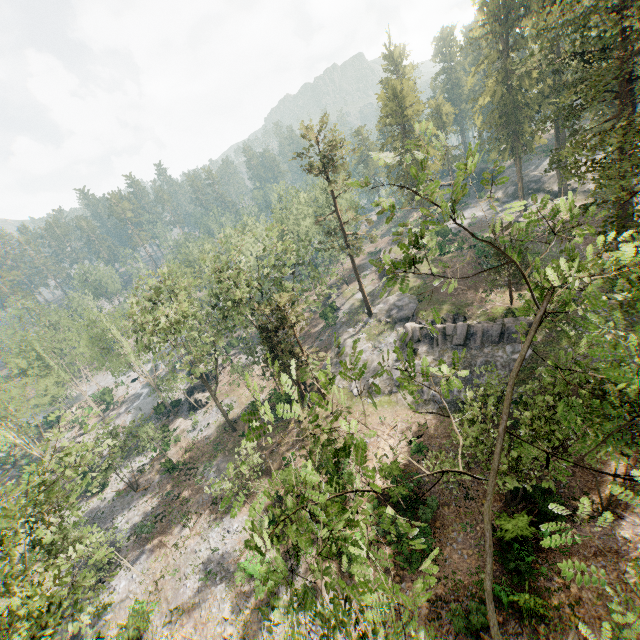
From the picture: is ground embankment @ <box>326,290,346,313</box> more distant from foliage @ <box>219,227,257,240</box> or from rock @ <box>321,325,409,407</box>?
rock @ <box>321,325,409,407</box>

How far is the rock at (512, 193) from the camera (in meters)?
57.10

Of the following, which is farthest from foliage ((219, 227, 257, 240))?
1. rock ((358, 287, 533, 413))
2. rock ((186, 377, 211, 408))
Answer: rock ((186, 377, 211, 408))

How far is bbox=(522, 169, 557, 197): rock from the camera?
51.56m

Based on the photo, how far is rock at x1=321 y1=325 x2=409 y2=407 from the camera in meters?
33.5 m

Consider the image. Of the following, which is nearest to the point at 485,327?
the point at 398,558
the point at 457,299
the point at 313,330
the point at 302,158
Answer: the point at 457,299

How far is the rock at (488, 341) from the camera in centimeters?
2836cm

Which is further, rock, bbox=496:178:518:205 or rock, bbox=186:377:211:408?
rock, bbox=496:178:518:205
